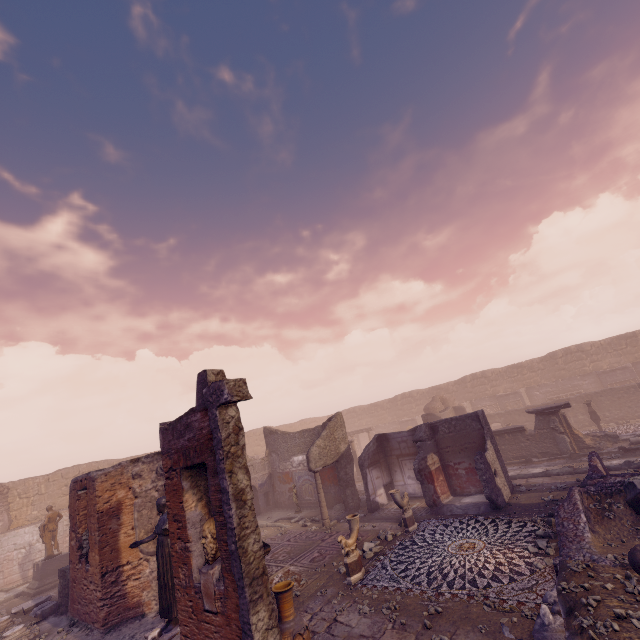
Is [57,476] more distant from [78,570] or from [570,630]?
[570,630]

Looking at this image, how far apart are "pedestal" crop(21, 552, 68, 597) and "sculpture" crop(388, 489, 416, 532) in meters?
15.0 m

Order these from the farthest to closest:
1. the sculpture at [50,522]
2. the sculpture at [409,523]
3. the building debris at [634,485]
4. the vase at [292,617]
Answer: the sculpture at [50,522]
the sculpture at [409,523]
the building debris at [634,485]
the vase at [292,617]

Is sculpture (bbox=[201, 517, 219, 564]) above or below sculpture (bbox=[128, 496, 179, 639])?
above

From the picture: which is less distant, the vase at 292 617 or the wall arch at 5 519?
the vase at 292 617

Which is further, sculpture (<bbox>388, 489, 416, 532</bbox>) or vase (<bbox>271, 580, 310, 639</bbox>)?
sculpture (<bbox>388, 489, 416, 532</bbox>)

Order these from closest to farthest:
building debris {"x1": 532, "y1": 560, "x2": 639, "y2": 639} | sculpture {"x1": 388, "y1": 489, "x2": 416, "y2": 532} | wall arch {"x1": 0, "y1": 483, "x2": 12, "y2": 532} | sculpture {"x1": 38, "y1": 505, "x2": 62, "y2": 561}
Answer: building debris {"x1": 532, "y1": 560, "x2": 639, "y2": 639} → sculpture {"x1": 388, "y1": 489, "x2": 416, "y2": 532} → sculpture {"x1": 38, "y1": 505, "x2": 62, "y2": 561} → wall arch {"x1": 0, "y1": 483, "x2": 12, "y2": 532}

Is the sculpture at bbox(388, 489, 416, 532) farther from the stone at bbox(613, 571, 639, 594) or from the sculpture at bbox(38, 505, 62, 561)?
the sculpture at bbox(38, 505, 62, 561)
